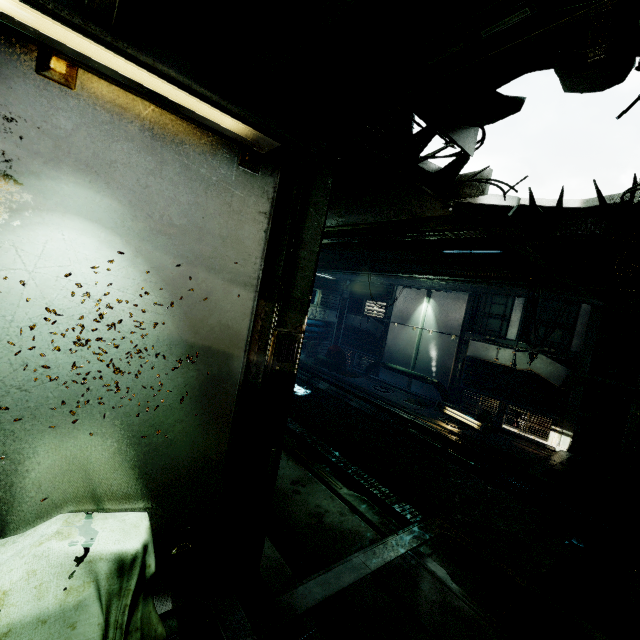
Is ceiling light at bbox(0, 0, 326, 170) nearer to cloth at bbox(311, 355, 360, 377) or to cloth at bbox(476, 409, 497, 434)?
cloth at bbox(476, 409, 497, 434)

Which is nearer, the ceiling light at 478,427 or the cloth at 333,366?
the ceiling light at 478,427

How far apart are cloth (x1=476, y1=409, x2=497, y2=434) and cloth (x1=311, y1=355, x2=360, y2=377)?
4.8 meters

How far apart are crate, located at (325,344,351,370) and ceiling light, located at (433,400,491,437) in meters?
4.8 m

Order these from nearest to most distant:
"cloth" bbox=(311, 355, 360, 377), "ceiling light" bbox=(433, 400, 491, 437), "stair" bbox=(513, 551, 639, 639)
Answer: "stair" bbox=(513, 551, 639, 639) < "ceiling light" bbox=(433, 400, 491, 437) < "cloth" bbox=(311, 355, 360, 377)

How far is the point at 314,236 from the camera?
2.6 meters

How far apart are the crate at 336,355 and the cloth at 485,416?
5.8m

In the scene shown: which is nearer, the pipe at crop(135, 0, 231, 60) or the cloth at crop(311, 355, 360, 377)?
the pipe at crop(135, 0, 231, 60)
